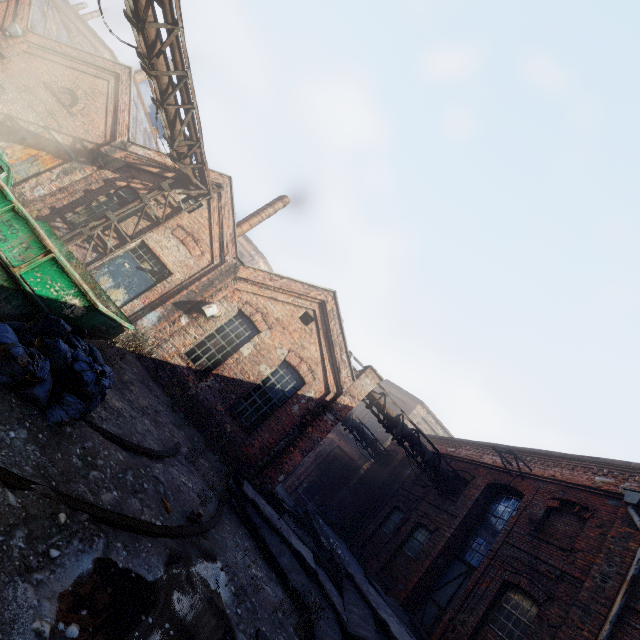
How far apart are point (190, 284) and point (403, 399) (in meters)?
24.22

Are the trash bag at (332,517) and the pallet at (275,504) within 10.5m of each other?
yes

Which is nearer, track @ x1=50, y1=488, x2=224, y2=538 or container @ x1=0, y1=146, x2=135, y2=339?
track @ x1=50, y1=488, x2=224, y2=538

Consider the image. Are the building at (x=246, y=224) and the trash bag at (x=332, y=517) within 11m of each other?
no

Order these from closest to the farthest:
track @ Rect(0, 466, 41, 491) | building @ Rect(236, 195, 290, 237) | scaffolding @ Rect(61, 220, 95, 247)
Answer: track @ Rect(0, 466, 41, 491) < scaffolding @ Rect(61, 220, 95, 247) < building @ Rect(236, 195, 290, 237)

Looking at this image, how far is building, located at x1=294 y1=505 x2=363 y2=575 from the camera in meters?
13.2 m

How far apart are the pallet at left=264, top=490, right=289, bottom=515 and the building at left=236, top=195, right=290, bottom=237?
11.2m

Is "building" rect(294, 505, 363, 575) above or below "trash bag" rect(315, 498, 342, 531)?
below
